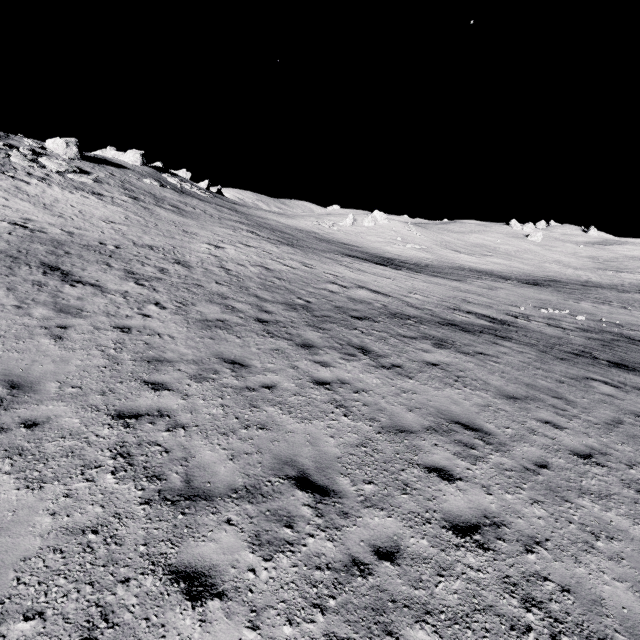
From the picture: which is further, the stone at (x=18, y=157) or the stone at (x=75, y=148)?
the stone at (x=75, y=148)

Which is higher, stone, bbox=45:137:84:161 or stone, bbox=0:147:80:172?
stone, bbox=45:137:84:161

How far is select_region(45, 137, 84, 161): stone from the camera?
35.91m

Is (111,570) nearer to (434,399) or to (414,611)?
(414,611)

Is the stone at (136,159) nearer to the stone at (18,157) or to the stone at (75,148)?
the stone at (75,148)

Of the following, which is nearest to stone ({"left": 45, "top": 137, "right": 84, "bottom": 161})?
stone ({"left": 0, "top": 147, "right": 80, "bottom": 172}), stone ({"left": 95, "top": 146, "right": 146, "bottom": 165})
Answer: stone ({"left": 0, "top": 147, "right": 80, "bottom": 172})
